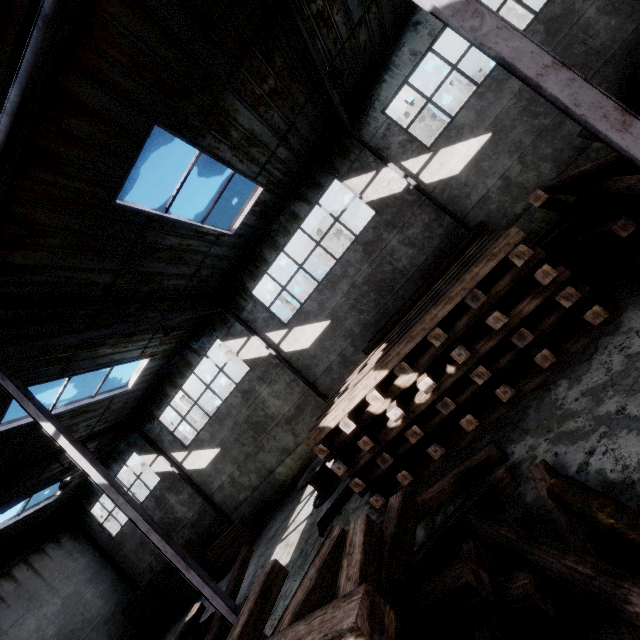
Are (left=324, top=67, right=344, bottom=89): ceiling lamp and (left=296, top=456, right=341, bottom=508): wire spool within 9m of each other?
no

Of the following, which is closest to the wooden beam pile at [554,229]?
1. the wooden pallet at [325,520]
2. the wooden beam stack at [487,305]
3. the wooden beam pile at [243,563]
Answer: the wooden beam stack at [487,305]

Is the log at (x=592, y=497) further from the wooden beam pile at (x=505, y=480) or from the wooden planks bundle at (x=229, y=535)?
the wooden planks bundle at (x=229, y=535)

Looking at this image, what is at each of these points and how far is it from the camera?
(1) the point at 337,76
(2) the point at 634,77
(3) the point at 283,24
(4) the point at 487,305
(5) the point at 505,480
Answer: (1) ceiling lamp, 7.4m
(2) wooden beam stack, 8.4m
(3) roof support, 6.7m
(4) wooden beam stack, 5.2m
(5) wooden beam pile, 3.9m

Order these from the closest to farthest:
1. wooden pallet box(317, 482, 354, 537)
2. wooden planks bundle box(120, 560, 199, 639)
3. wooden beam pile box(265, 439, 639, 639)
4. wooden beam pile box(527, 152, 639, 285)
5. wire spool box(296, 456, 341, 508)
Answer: wooden beam pile box(265, 439, 639, 639) → wooden beam pile box(527, 152, 639, 285) → wooden pallet box(317, 482, 354, 537) → wire spool box(296, 456, 341, 508) → wooden planks bundle box(120, 560, 199, 639)

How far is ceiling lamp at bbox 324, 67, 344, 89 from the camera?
7.2 meters

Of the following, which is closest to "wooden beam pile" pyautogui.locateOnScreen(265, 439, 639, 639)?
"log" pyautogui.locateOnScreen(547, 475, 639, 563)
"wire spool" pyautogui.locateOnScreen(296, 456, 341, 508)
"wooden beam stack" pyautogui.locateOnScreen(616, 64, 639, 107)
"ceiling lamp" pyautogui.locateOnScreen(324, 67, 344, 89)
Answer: "log" pyautogui.locateOnScreen(547, 475, 639, 563)

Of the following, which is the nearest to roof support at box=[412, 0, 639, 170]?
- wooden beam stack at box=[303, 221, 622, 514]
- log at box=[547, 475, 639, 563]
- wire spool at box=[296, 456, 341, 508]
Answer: wooden beam stack at box=[303, 221, 622, 514]
